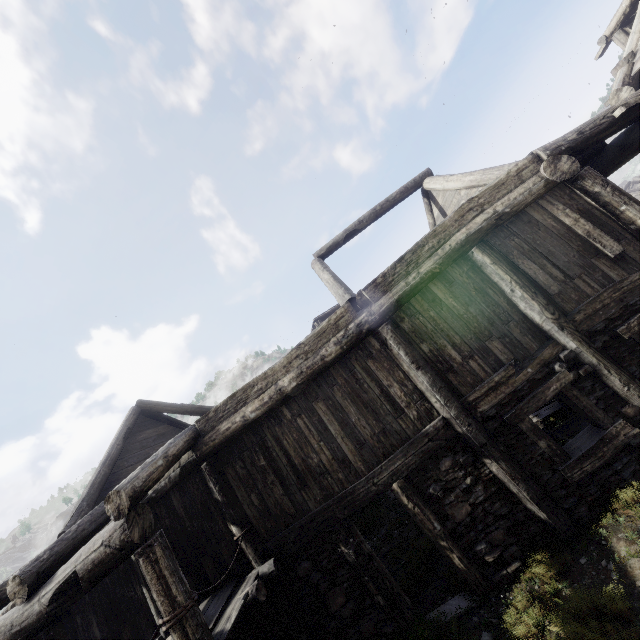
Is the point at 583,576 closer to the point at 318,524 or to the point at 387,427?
the point at 387,427
